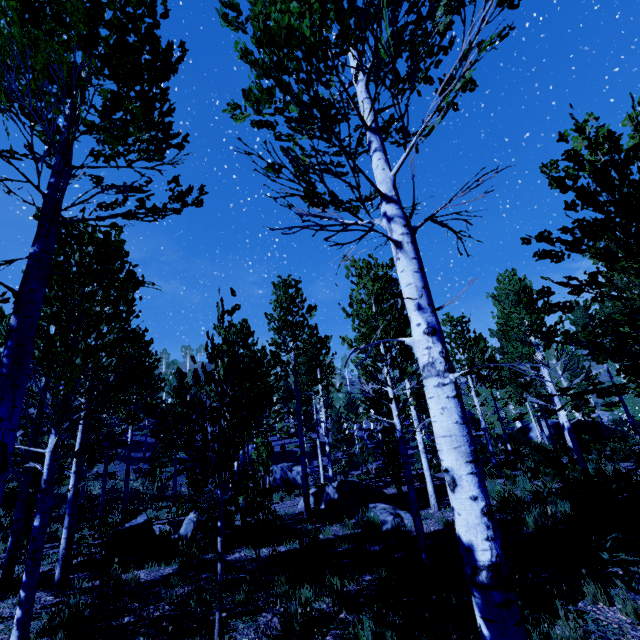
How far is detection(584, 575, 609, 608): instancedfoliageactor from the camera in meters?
4.3

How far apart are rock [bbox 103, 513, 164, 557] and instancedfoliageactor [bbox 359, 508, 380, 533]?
5.76m

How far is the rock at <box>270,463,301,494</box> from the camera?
25.6m

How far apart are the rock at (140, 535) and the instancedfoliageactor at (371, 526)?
5.76m

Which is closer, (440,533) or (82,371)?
(82,371)

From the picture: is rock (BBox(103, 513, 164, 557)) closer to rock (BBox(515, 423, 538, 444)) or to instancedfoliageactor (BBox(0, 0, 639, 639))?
instancedfoliageactor (BBox(0, 0, 639, 639))

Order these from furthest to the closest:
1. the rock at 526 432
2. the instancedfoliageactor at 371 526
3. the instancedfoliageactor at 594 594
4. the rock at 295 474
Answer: the rock at 526 432 < the rock at 295 474 < the instancedfoliageactor at 371 526 < the instancedfoliageactor at 594 594

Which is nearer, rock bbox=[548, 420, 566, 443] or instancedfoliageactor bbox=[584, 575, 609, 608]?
instancedfoliageactor bbox=[584, 575, 609, 608]
